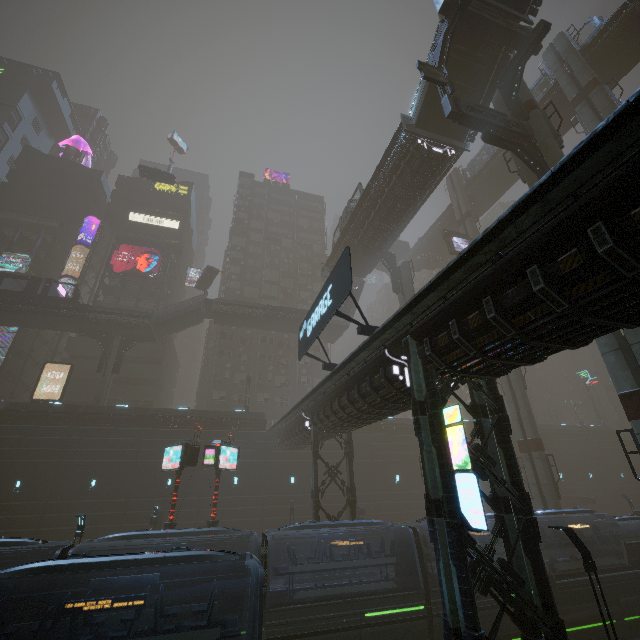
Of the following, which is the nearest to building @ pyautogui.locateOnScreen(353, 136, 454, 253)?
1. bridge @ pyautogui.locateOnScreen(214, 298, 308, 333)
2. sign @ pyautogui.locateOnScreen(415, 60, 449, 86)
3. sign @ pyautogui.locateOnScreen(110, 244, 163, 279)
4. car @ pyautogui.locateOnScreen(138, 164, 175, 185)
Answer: sign @ pyautogui.locateOnScreen(110, 244, 163, 279)

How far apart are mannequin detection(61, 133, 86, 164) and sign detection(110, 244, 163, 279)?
22.6m

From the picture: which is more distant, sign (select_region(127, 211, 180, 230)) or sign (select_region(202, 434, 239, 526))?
sign (select_region(127, 211, 180, 230))

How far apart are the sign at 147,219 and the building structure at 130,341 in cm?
2271

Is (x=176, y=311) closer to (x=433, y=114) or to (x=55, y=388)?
(x=55, y=388)

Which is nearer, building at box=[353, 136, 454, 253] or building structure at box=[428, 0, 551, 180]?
building structure at box=[428, 0, 551, 180]

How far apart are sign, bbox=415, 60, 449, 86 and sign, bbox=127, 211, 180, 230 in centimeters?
4597cm

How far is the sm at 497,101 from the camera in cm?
2166
